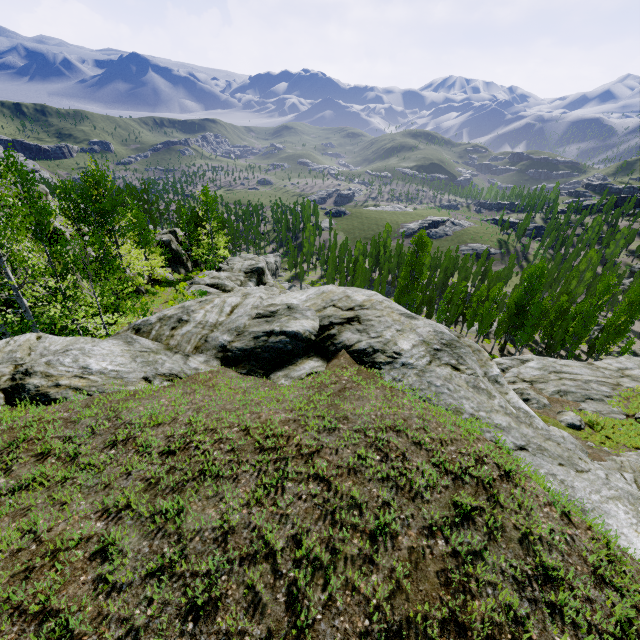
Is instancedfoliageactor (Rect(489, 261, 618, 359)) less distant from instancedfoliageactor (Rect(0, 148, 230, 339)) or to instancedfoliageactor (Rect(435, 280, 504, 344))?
instancedfoliageactor (Rect(435, 280, 504, 344))

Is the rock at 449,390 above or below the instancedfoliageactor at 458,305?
above

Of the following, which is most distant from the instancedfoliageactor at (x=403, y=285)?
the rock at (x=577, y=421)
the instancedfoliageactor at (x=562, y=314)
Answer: the rock at (x=577, y=421)

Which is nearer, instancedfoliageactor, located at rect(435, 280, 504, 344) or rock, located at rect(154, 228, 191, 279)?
rock, located at rect(154, 228, 191, 279)

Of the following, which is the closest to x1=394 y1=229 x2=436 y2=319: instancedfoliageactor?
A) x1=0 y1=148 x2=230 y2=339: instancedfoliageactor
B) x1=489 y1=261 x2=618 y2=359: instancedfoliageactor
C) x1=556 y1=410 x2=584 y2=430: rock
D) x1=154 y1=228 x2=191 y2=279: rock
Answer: x1=154 y1=228 x2=191 y2=279: rock

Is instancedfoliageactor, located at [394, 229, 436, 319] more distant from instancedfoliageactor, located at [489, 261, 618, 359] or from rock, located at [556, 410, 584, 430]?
rock, located at [556, 410, 584, 430]

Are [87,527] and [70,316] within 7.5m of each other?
no
